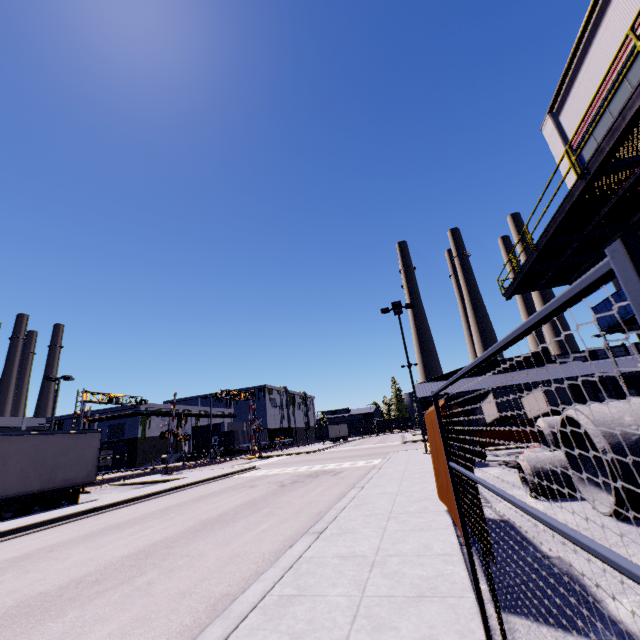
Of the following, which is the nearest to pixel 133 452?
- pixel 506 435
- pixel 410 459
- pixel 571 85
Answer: pixel 410 459

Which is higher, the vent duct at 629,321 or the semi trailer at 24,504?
the vent duct at 629,321

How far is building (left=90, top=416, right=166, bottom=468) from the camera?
54.7 meters

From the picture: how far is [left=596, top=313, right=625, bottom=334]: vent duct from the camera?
11.7 meters

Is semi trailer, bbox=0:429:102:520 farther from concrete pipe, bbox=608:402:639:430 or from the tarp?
concrete pipe, bbox=608:402:639:430

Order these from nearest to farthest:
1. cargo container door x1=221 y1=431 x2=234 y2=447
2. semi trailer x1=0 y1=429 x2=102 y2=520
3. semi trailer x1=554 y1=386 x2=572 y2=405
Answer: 1. semi trailer x1=0 y1=429 x2=102 y2=520
2. semi trailer x1=554 y1=386 x2=572 y2=405
3. cargo container door x1=221 y1=431 x2=234 y2=447

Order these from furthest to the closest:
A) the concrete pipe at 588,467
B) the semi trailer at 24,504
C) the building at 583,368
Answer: the building at 583,368
the semi trailer at 24,504
the concrete pipe at 588,467

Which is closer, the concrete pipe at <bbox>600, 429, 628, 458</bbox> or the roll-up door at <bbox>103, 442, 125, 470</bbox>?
the concrete pipe at <bbox>600, 429, 628, 458</bbox>
